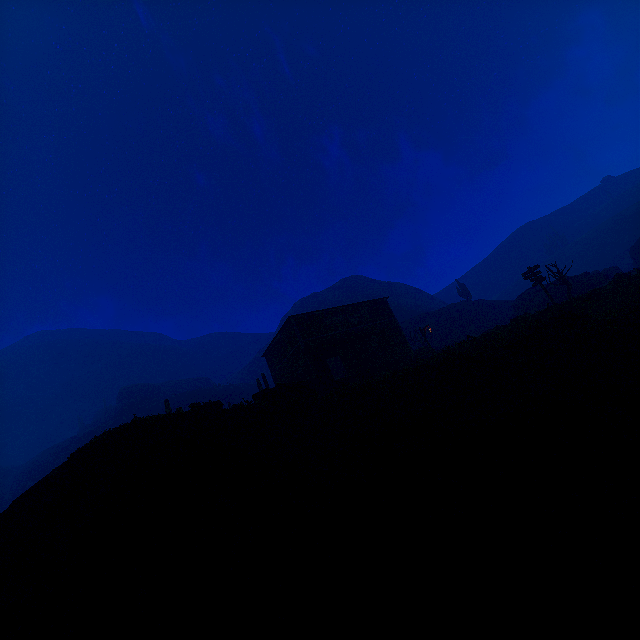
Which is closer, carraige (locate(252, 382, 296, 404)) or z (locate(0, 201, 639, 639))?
z (locate(0, 201, 639, 639))

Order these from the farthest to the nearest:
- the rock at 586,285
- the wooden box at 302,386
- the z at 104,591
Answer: the rock at 586,285 → the wooden box at 302,386 → the z at 104,591

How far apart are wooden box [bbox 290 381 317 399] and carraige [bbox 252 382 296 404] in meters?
A: 0.0 m

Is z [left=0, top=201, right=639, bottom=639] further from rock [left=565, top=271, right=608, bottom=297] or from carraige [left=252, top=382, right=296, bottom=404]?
rock [left=565, top=271, right=608, bottom=297]

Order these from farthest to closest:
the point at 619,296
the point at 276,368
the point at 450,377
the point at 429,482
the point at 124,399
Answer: the point at 124,399
the point at 276,368
the point at 619,296
the point at 450,377
the point at 429,482

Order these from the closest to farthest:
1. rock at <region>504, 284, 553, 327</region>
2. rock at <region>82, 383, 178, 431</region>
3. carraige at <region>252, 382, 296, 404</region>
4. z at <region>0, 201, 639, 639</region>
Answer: z at <region>0, 201, 639, 639</region>, carraige at <region>252, 382, 296, 404</region>, rock at <region>504, 284, 553, 327</region>, rock at <region>82, 383, 178, 431</region>

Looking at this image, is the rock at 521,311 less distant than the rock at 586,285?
Yes

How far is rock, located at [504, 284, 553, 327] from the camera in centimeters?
1936cm
